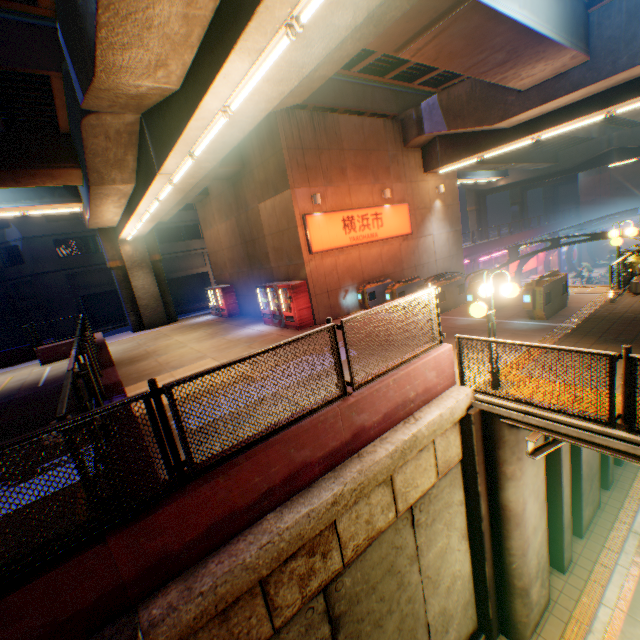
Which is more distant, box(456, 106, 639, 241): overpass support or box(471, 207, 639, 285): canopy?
box(456, 106, 639, 241): overpass support

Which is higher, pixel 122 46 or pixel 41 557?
pixel 122 46

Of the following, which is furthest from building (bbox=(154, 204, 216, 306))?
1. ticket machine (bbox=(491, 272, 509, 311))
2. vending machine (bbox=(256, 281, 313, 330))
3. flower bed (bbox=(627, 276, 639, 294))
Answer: flower bed (bbox=(627, 276, 639, 294))

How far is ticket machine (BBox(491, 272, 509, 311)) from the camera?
11.09m

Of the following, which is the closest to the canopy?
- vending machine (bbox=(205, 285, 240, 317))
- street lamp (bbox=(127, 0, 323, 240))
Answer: vending machine (bbox=(205, 285, 240, 317))

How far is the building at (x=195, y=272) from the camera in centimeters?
3312cm

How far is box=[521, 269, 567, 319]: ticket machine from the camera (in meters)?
9.33

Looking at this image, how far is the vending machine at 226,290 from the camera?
20.7 meters
